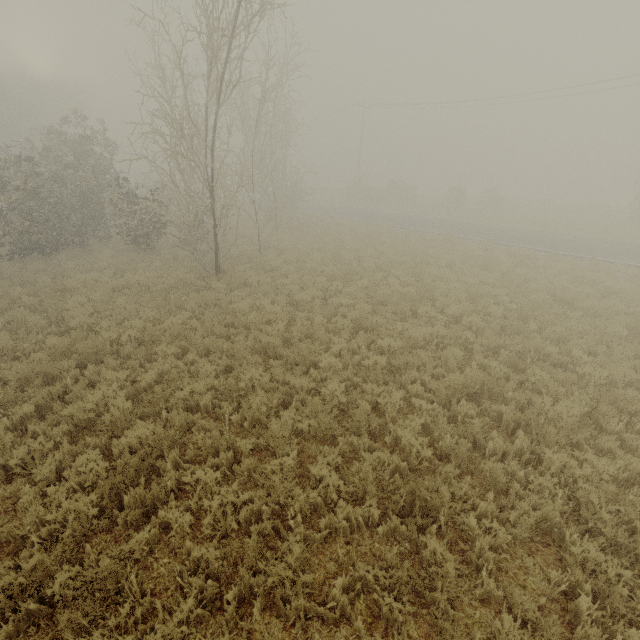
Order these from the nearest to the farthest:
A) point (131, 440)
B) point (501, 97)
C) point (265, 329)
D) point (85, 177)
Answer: point (131, 440) < point (265, 329) < point (85, 177) < point (501, 97)
